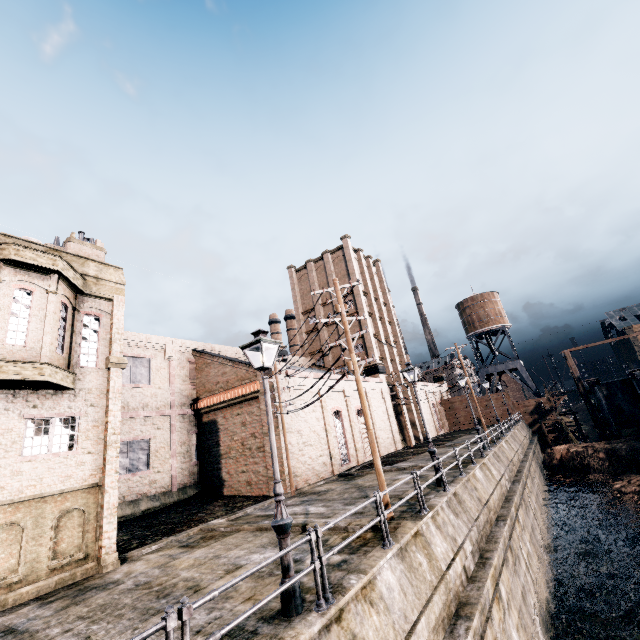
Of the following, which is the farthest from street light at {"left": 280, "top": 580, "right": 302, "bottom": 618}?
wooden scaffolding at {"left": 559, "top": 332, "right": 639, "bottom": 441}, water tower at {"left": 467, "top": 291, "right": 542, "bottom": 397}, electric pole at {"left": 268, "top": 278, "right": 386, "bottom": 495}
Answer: water tower at {"left": 467, "top": 291, "right": 542, "bottom": 397}

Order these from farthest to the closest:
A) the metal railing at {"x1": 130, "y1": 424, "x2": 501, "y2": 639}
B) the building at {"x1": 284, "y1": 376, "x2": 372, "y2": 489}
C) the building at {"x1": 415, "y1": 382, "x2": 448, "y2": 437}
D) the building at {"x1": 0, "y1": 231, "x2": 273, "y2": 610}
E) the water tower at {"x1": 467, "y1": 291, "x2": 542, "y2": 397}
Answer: the water tower at {"x1": 467, "y1": 291, "x2": 542, "y2": 397} → the building at {"x1": 415, "y1": 382, "x2": 448, "y2": 437} → the building at {"x1": 284, "y1": 376, "x2": 372, "y2": 489} → the building at {"x1": 0, "y1": 231, "x2": 273, "y2": 610} → the metal railing at {"x1": 130, "y1": 424, "x2": 501, "y2": 639}

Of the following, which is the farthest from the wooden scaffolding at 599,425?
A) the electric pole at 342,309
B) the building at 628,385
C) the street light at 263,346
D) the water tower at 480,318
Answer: the street light at 263,346

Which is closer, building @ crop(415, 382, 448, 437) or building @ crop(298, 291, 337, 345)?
building @ crop(298, 291, 337, 345)

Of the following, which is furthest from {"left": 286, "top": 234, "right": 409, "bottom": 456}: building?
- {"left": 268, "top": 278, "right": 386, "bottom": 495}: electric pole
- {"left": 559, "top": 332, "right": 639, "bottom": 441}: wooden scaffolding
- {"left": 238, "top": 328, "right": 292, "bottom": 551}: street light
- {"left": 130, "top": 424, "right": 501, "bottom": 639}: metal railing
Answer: {"left": 559, "top": 332, "right": 639, "bottom": 441}: wooden scaffolding

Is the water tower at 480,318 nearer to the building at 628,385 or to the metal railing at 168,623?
the building at 628,385

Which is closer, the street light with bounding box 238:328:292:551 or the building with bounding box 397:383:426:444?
the street light with bounding box 238:328:292:551

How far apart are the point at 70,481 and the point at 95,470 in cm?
82
